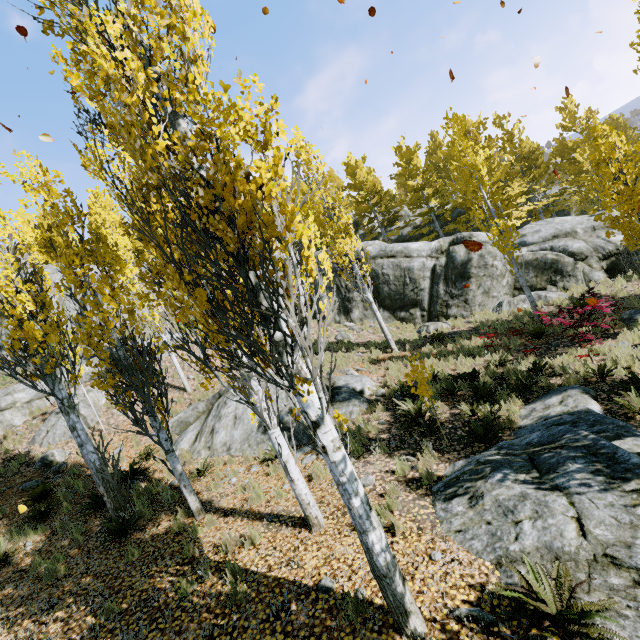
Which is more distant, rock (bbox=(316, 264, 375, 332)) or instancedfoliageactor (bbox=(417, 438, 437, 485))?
rock (bbox=(316, 264, 375, 332))

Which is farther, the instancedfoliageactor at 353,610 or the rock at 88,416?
the rock at 88,416

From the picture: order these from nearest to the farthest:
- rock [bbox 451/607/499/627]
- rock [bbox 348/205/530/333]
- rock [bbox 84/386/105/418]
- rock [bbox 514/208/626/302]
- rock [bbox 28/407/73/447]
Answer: rock [bbox 451/607/499/627] → rock [bbox 28/407/73/447] → rock [bbox 84/386/105/418] → rock [bbox 514/208/626/302] → rock [bbox 348/205/530/333]

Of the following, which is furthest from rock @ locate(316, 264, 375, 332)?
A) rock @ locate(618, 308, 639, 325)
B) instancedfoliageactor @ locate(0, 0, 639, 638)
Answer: rock @ locate(618, 308, 639, 325)

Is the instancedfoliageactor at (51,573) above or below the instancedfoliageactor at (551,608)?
above

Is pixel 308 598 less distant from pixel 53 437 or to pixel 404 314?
pixel 53 437

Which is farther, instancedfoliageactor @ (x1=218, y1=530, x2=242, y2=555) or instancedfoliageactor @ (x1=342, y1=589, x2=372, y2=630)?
instancedfoliageactor @ (x1=218, y1=530, x2=242, y2=555)
